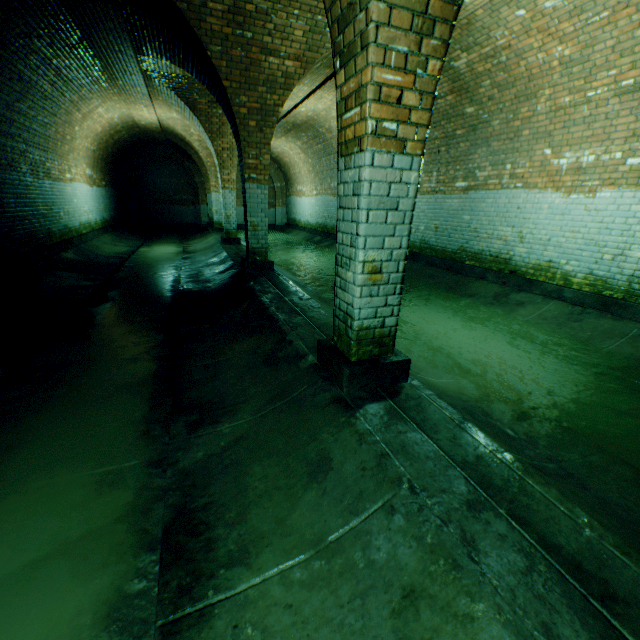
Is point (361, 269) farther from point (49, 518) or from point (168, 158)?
point (168, 158)
